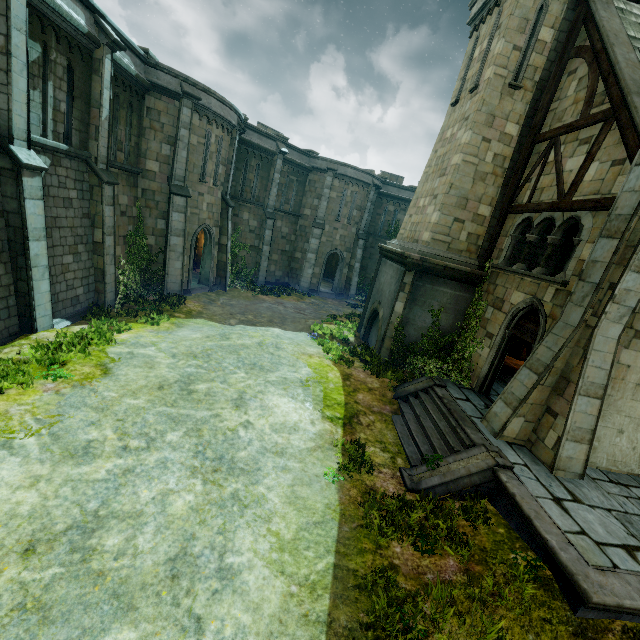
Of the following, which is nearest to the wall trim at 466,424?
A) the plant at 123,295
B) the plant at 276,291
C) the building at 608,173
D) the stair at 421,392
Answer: the stair at 421,392

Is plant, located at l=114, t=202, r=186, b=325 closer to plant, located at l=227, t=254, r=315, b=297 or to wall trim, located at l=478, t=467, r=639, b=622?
plant, located at l=227, t=254, r=315, b=297

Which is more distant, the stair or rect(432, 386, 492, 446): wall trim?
rect(432, 386, 492, 446): wall trim

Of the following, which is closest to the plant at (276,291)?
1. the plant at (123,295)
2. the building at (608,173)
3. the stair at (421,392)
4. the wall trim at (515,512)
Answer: the plant at (123,295)

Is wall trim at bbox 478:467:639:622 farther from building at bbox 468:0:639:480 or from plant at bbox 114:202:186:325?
plant at bbox 114:202:186:325

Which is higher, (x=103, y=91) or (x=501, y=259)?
(x=103, y=91)

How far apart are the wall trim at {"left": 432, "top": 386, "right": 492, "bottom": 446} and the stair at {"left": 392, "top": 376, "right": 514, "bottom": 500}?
0.0 meters

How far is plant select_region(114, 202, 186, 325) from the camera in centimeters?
1342cm
